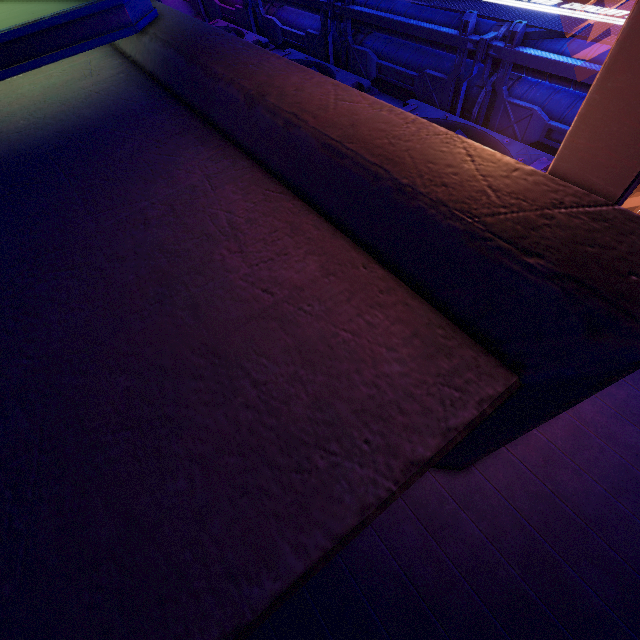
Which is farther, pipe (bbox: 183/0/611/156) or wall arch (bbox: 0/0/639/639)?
pipe (bbox: 183/0/611/156)

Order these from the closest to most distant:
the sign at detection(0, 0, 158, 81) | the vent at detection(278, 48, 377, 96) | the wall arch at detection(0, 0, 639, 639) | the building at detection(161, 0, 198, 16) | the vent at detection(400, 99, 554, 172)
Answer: the wall arch at detection(0, 0, 639, 639) → the sign at detection(0, 0, 158, 81) → the vent at detection(400, 99, 554, 172) → the vent at detection(278, 48, 377, 96) → the building at detection(161, 0, 198, 16)

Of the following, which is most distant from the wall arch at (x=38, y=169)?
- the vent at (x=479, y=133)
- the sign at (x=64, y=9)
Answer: the vent at (x=479, y=133)

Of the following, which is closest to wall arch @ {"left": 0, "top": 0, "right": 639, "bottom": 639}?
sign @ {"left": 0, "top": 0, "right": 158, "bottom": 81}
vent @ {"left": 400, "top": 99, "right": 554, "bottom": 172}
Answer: sign @ {"left": 0, "top": 0, "right": 158, "bottom": 81}

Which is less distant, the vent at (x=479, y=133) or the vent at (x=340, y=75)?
the vent at (x=479, y=133)

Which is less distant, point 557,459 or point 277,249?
point 277,249

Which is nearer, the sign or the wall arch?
the wall arch

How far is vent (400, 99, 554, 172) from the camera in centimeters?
590cm
